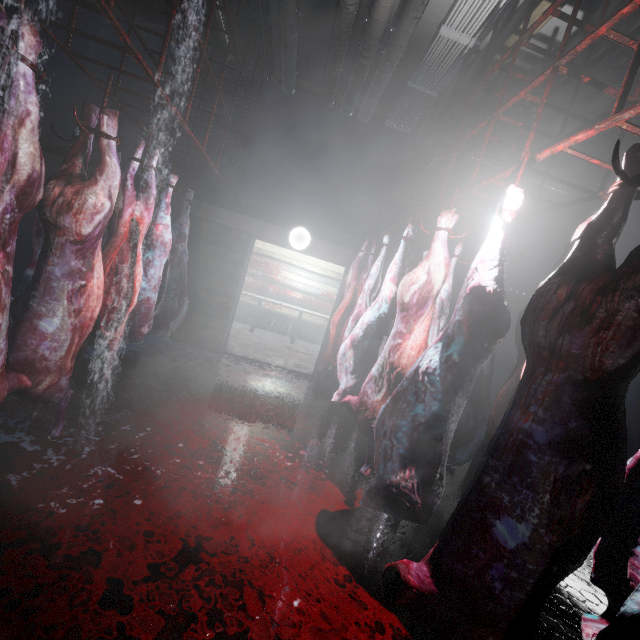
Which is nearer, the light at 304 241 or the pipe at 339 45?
the pipe at 339 45

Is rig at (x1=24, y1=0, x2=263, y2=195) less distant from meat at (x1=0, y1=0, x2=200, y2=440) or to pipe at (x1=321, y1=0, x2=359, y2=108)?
meat at (x1=0, y1=0, x2=200, y2=440)

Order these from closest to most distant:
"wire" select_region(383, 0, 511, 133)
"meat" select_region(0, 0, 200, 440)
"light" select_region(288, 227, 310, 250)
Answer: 1. "meat" select_region(0, 0, 200, 440)
2. "wire" select_region(383, 0, 511, 133)
3. "light" select_region(288, 227, 310, 250)

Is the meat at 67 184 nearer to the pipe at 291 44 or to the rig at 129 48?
the rig at 129 48

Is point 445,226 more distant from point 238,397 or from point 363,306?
point 238,397

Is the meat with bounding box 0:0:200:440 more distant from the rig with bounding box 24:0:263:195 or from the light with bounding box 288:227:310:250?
the light with bounding box 288:227:310:250

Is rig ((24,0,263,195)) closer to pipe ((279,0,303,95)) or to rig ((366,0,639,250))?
pipe ((279,0,303,95))

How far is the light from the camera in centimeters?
458cm
